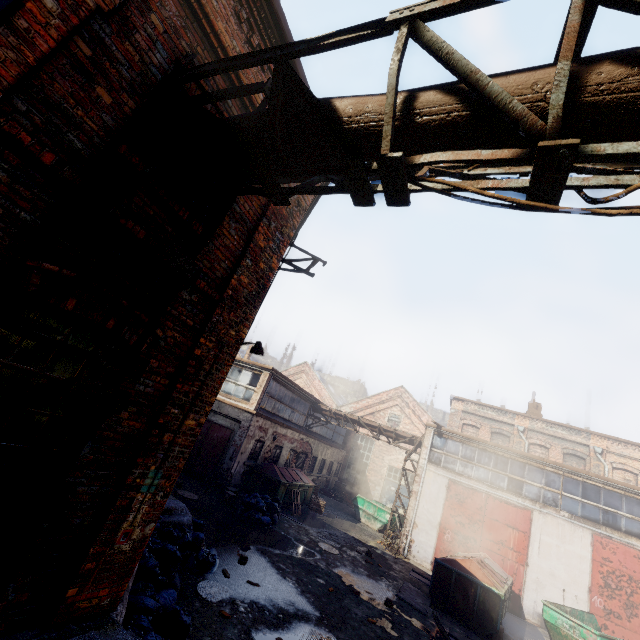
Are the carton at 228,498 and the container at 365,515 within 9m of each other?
no

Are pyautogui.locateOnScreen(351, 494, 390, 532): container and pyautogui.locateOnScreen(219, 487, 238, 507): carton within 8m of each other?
no

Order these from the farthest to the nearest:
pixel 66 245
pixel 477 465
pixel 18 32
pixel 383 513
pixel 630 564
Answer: pixel 383 513 < pixel 477 465 < pixel 630 564 < pixel 66 245 < pixel 18 32

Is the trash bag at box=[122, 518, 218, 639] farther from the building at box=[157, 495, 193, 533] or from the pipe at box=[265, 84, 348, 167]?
the pipe at box=[265, 84, 348, 167]

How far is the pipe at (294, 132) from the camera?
2.7 meters

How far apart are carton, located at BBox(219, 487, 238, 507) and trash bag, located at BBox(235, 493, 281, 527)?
0.3 meters

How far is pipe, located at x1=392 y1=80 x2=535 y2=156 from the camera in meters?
2.1 m
